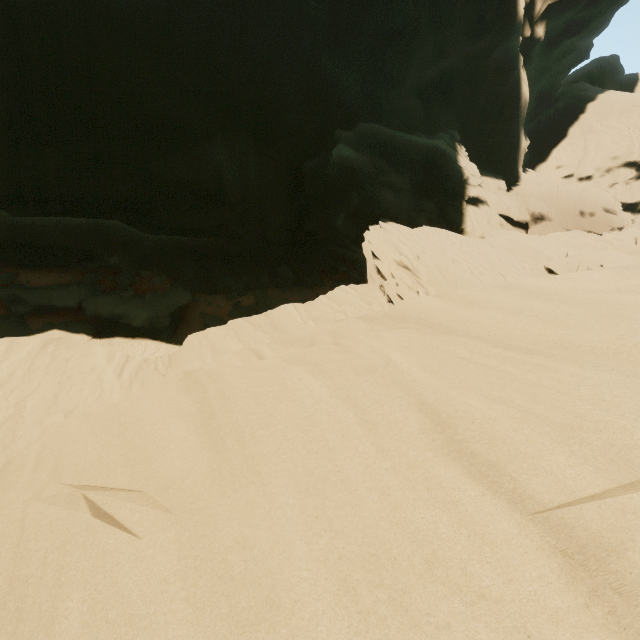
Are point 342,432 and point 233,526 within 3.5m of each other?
yes
